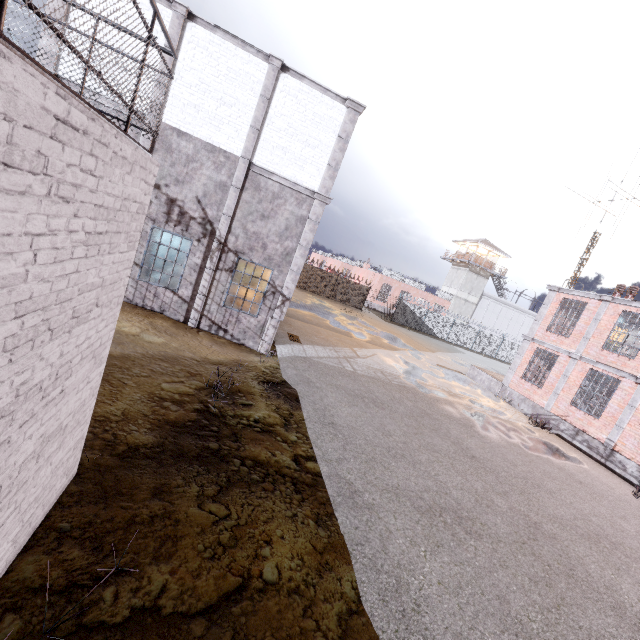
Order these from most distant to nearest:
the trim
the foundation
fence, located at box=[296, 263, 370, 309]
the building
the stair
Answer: the building
fence, located at box=[296, 263, 370, 309]
the stair
the foundation
the trim

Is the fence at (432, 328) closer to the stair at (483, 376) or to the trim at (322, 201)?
the trim at (322, 201)

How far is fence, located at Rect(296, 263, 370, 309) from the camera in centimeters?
3431cm

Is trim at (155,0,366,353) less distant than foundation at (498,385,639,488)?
Yes

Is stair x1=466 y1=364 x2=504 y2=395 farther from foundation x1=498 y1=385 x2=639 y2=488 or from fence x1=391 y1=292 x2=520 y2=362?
fence x1=391 y1=292 x2=520 y2=362

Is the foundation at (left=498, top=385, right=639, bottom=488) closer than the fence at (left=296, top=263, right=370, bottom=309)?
Yes

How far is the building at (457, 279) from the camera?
46.7 meters

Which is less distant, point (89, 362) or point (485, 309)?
point (89, 362)
